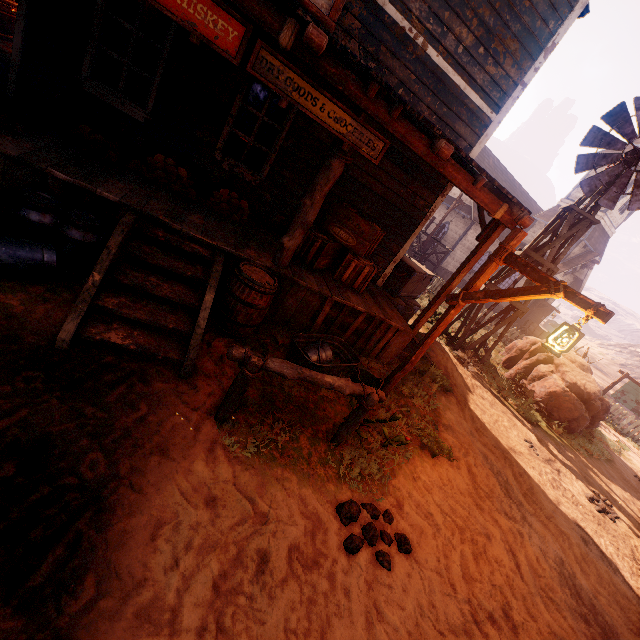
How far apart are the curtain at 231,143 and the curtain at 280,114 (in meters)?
0.37

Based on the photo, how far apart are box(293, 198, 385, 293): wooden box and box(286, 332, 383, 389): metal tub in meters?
1.1

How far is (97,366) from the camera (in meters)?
3.19

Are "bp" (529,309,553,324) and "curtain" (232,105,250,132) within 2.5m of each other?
no

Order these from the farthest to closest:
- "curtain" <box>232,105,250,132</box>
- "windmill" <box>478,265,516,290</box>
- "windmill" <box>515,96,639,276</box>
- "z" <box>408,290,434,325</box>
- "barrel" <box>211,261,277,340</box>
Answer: "z" <box>408,290,434,325</box>
"windmill" <box>478,265,516,290</box>
"windmill" <box>515,96,639,276</box>
"curtain" <box>232,105,250,132</box>
"barrel" <box>211,261,277,340</box>

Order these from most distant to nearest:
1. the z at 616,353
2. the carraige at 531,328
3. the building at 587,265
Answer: the z at 616,353 → the building at 587,265 → the carraige at 531,328

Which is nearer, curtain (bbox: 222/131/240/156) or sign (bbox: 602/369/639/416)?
curtain (bbox: 222/131/240/156)

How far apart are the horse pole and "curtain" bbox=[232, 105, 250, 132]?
4.40m
